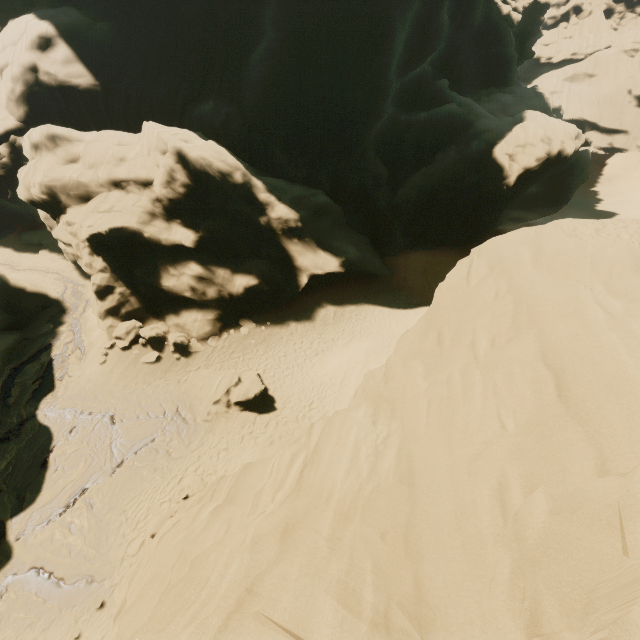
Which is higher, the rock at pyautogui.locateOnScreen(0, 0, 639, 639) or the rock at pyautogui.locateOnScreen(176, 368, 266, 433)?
the rock at pyautogui.locateOnScreen(0, 0, 639, 639)

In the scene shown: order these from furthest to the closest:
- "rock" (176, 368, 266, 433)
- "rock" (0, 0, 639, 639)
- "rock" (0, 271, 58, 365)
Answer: "rock" (0, 271, 58, 365) → "rock" (176, 368, 266, 433) → "rock" (0, 0, 639, 639)

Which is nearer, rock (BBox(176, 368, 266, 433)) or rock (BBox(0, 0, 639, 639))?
rock (BBox(0, 0, 639, 639))

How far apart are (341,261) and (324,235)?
2.9 meters

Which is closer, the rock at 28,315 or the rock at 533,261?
the rock at 533,261

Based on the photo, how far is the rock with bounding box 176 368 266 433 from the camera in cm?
1688

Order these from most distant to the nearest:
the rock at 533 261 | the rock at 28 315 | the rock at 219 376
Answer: the rock at 28 315 < the rock at 219 376 < the rock at 533 261
